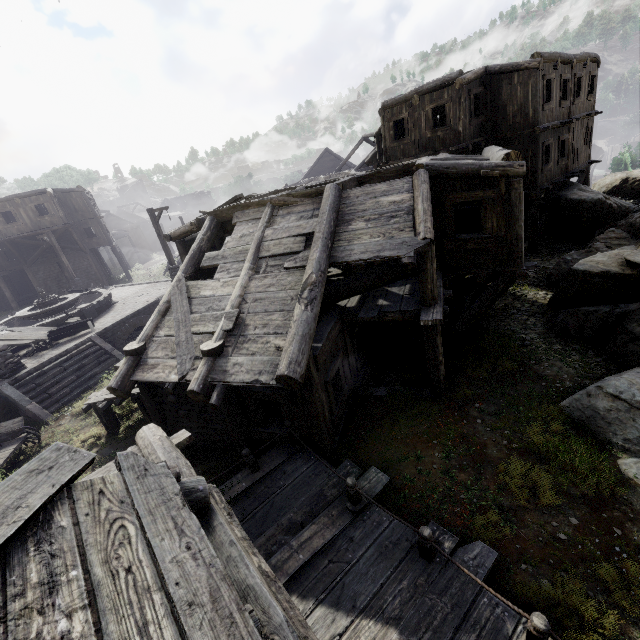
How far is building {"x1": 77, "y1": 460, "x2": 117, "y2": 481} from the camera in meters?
4.7

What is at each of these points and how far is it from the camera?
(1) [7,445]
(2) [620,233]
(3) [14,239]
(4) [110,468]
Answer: (1) cart, 9.91m
(2) rock, 13.48m
(3) building, 26.97m
(4) building, 4.78m

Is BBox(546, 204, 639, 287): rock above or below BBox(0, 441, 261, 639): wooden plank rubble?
below

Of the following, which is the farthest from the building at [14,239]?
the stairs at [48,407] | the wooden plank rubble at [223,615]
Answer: the stairs at [48,407]

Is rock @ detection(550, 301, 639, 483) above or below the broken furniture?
below

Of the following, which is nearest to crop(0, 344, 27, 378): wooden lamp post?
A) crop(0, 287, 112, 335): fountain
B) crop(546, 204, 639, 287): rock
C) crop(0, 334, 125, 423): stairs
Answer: crop(0, 334, 125, 423): stairs

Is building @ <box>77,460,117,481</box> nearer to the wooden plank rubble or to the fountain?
the wooden plank rubble

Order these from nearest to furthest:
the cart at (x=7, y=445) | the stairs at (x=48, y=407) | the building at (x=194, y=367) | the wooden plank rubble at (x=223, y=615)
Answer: the wooden plank rubble at (x=223, y=615) → the building at (x=194, y=367) → the cart at (x=7, y=445) → the stairs at (x=48, y=407)
